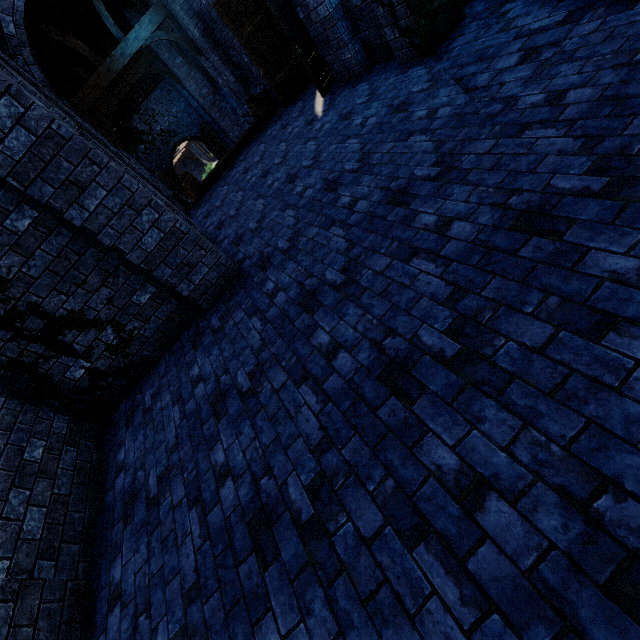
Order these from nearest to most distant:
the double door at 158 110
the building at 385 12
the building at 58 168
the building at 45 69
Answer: the building at 58 168
the building at 385 12
the building at 45 69
the double door at 158 110

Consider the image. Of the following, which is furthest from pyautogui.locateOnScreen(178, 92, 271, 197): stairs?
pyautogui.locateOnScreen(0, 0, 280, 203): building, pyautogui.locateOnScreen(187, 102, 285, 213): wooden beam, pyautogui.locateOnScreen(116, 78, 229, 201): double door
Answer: pyautogui.locateOnScreen(116, 78, 229, 201): double door

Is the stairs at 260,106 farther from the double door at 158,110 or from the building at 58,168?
the double door at 158,110

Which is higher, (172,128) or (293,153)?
(172,128)

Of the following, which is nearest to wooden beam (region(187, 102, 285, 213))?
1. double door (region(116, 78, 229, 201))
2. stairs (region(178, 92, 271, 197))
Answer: stairs (region(178, 92, 271, 197))

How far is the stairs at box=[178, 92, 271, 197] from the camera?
9.30m

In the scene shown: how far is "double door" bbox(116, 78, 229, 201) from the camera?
17.66m

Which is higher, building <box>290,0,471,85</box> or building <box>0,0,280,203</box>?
building <box>0,0,280,203</box>
